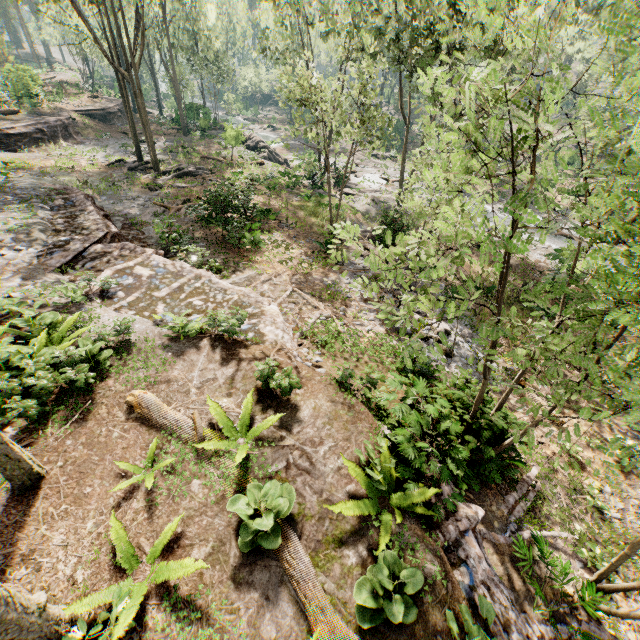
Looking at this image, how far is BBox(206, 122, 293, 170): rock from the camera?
29.2 meters

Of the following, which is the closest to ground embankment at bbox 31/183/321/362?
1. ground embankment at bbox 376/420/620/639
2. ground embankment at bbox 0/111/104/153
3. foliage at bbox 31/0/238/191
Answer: foliage at bbox 31/0/238/191

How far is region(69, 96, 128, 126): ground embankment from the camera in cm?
3566

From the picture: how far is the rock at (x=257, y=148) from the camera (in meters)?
29.19

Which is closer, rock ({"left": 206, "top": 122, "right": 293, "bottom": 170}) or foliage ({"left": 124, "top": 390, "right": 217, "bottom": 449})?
foliage ({"left": 124, "top": 390, "right": 217, "bottom": 449})

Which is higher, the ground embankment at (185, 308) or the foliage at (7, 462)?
the foliage at (7, 462)

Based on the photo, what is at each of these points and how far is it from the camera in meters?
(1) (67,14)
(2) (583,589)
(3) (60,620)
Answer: (1) foliage, 19.7 m
(2) foliage, 6.6 m
(3) foliage, 4.1 m

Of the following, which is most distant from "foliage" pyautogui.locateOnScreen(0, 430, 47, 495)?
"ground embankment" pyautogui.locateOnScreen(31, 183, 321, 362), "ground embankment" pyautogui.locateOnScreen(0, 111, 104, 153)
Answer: "ground embankment" pyautogui.locateOnScreen(0, 111, 104, 153)
